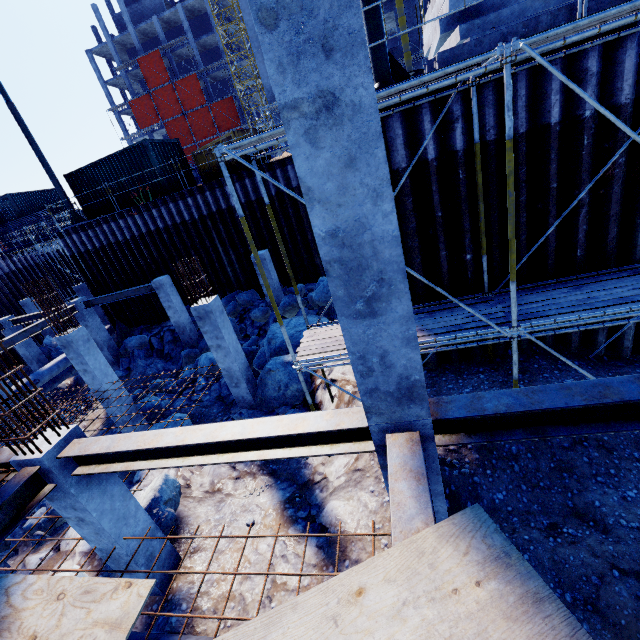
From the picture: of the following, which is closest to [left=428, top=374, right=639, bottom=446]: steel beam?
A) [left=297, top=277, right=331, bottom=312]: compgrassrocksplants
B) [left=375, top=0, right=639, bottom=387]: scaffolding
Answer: [left=375, top=0, right=639, bottom=387]: scaffolding

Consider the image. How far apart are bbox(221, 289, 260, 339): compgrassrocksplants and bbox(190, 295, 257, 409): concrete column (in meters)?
5.89

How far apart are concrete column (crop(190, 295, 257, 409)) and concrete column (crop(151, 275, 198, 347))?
6.16m

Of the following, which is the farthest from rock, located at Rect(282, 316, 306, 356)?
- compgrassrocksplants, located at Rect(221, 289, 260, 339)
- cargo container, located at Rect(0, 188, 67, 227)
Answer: cargo container, located at Rect(0, 188, 67, 227)

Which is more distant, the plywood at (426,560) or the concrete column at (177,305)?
the concrete column at (177,305)

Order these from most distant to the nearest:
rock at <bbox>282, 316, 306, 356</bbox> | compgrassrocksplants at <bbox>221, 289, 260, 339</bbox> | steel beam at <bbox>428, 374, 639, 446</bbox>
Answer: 1. compgrassrocksplants at <bbox>221, 289, 260, 339</bbox>
2. rock at <bbox>282, 316, 306, 356</bbox>
3. steel beam at <bbox>428, 374, 639, 446</bbox>

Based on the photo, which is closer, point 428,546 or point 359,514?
point 428,546

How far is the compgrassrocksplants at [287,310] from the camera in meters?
12.9
